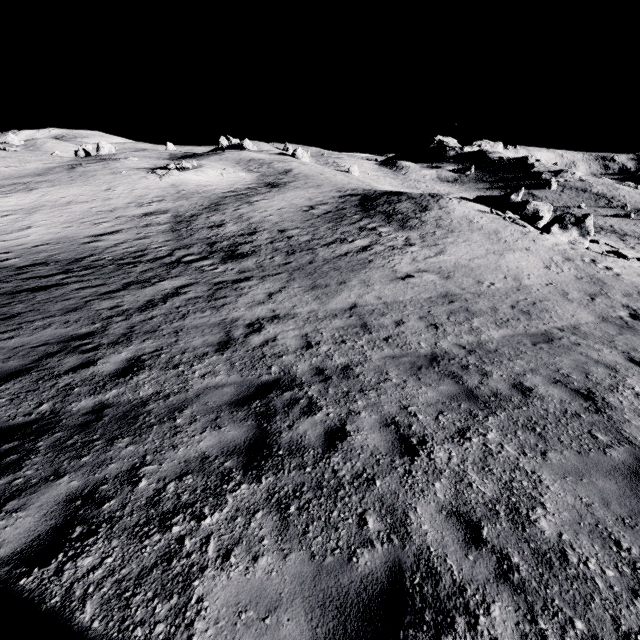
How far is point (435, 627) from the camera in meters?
2.5
